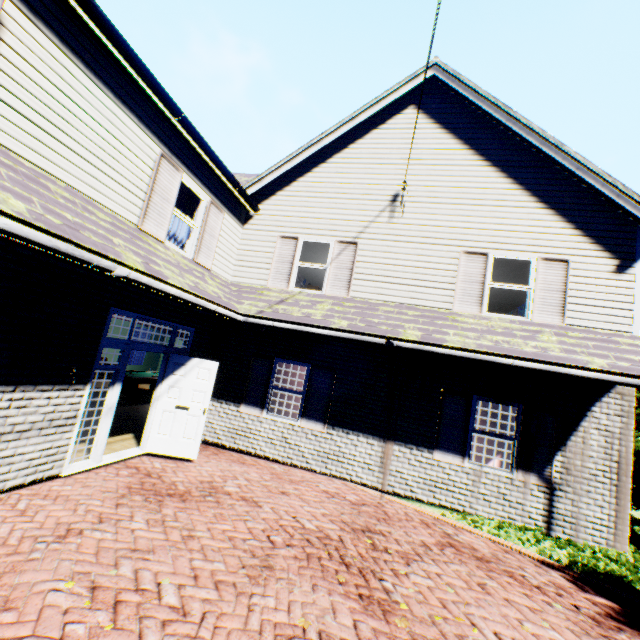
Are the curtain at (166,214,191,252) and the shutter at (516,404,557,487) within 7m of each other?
no

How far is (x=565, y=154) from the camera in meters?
7.6

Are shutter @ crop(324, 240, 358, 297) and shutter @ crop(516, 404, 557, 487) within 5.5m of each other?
yes

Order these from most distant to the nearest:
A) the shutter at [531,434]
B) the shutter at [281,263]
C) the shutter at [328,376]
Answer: the shutter at [281,263], the shutter at [328,376], the shutter at [531,434]

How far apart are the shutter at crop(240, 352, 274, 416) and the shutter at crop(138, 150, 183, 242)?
3.6 meters

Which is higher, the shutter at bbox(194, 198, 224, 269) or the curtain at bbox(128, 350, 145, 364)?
the shutter at bbox(194, 198, 224, 269)

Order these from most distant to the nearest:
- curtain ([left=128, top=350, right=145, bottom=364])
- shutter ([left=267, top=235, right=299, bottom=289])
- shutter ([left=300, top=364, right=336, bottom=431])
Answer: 1. curtain ([left=128, top=350, right=145, bottom=364])
2. shutter ([left=267, top=235, right=299, bottom=289])
3. shutter ([left=300, top=364, right=336, bottom=431])

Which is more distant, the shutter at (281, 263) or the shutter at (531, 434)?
the shutter at (281, 263)
